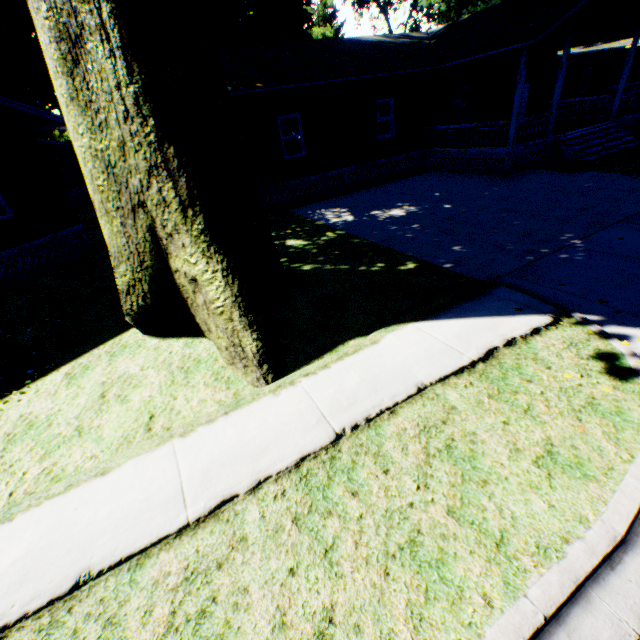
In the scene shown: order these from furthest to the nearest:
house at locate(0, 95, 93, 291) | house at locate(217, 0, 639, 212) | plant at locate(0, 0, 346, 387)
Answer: house at locate(217, 0, 639, 212)
house at locate(0, 95, 93, 291)
plant at locate(0, 0, 346, 387)

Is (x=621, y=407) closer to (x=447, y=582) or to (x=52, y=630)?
(x=447, y=582)

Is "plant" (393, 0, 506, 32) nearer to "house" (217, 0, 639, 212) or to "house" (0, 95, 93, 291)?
"house" (0, 95, 93, 291)

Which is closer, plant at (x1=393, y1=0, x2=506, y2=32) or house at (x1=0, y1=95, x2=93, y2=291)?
house at (x1=0, y1=95, x2=93, y2=291)

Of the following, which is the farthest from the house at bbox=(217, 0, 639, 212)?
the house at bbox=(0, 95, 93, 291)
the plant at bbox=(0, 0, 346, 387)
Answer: the house at bbox=(0, 95, 93, 291)

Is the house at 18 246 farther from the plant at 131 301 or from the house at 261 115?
the house at 261 115

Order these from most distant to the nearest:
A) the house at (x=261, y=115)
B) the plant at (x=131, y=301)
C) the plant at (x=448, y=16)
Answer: the plant at (x=448, y=16) < the house at (x=261, y=115) < the plant at (x=131, y=301)
